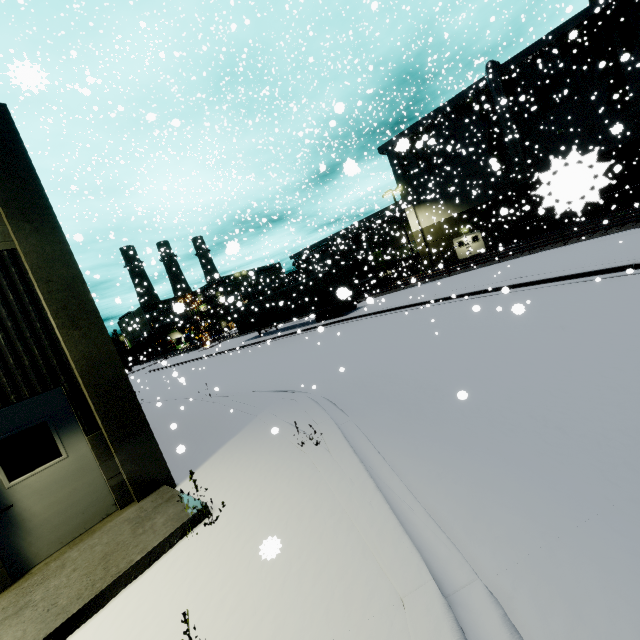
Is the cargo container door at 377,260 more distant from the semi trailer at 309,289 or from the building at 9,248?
the semi trailer at 309,289

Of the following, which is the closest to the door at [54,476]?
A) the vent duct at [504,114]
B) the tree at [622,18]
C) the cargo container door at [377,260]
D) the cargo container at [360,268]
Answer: the tree at [622,18]

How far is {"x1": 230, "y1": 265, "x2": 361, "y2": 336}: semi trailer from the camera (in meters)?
24.20

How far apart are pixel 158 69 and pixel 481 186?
41.80m

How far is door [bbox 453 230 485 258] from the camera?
35.09m

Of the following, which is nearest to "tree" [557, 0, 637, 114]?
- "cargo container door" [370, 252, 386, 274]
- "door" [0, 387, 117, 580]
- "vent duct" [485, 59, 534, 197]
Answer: "vent duct" [485, 59, 534, 197]

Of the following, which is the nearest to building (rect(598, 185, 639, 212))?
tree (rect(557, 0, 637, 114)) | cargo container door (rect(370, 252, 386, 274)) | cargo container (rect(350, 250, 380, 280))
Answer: tree (rect(557, 0, 637, 114))
